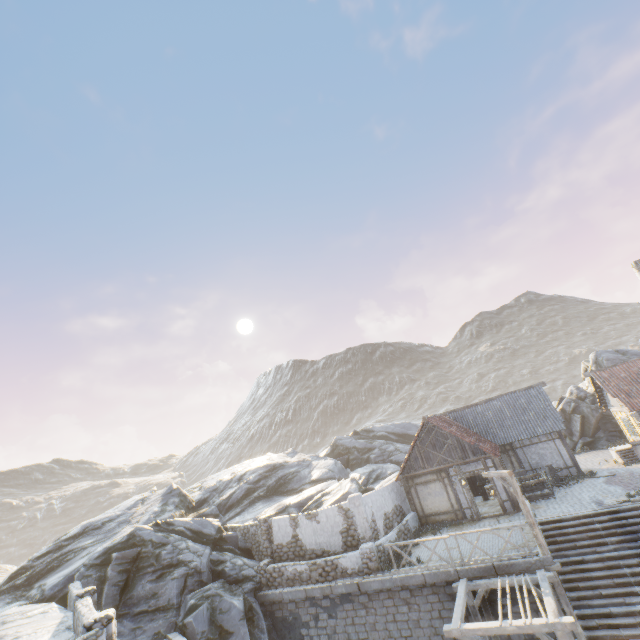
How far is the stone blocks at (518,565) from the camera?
12.14m

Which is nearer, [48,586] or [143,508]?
[48,586]

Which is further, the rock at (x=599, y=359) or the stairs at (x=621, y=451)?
the rock at (x=599, y=359)

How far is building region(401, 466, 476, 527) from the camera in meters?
18.6

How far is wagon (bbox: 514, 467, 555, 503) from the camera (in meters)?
18.03

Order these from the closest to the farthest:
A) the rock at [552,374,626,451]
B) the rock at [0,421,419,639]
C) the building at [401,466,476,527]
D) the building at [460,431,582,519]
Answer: the rock at [0,421,419,639] < the building at [460,431,582,519] < the building at [401,466,476,527] < the rock at [552,374,626,451]

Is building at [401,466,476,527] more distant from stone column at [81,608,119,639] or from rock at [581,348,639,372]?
stone column at [81,608,119,639]

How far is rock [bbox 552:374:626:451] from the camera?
26.72m
